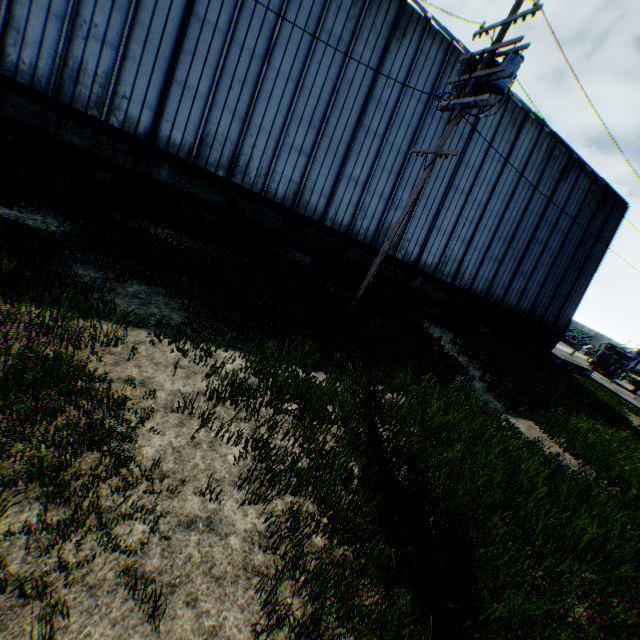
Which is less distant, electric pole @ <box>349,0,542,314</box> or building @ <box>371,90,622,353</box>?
electric pole @ <box>349,0,542,314</box>

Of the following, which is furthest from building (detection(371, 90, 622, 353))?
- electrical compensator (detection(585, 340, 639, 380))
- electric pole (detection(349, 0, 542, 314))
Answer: electrical compensator (detection(585, 340, 639, 380))

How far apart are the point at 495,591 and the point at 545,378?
15.6m

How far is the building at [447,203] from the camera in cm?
1650

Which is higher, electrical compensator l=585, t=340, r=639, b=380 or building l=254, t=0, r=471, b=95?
building l=254, t=0, r=471, b=95

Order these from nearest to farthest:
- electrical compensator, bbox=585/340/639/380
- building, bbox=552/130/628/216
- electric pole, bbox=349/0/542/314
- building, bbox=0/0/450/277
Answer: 1. electric pole, bbox=349/0/542/314
2. building, bbox=0/0/450/277
3. building, bbox=552/130/628/216
4. electrical compensator, bbox=585/340/639/380
